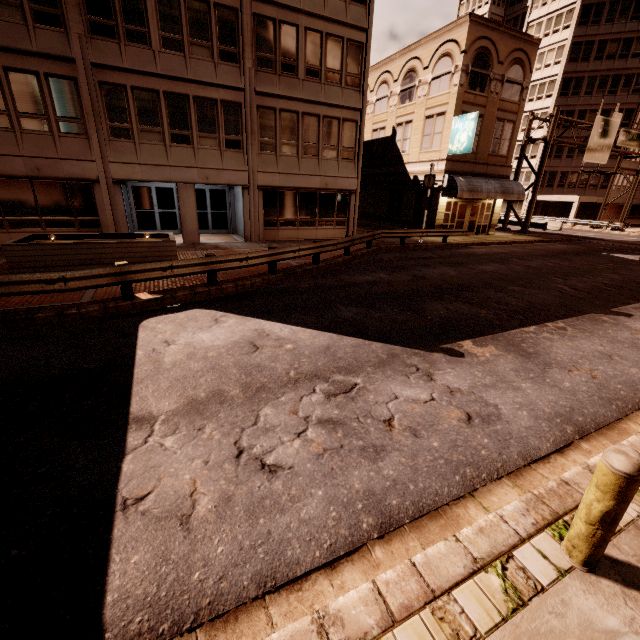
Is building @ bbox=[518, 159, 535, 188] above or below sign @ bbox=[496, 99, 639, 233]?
below

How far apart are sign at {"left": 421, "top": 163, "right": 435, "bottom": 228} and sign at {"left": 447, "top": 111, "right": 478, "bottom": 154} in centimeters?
352cm

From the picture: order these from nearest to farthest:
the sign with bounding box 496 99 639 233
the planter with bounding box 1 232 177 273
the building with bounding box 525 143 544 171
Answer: the planter with bounding box 1 232 177 273, the sign with bounding box 496 99 639 233, the building with bounding box 525 143 544 171

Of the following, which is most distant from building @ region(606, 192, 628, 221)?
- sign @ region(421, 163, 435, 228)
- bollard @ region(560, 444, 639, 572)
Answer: bollard @ region(560, 444, 639, 572)

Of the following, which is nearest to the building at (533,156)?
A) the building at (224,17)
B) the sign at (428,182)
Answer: the building at (224,17)

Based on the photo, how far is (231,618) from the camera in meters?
2.5

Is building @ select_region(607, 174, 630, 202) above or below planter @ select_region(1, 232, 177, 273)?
above

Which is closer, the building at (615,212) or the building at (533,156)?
the building at (533,156)
